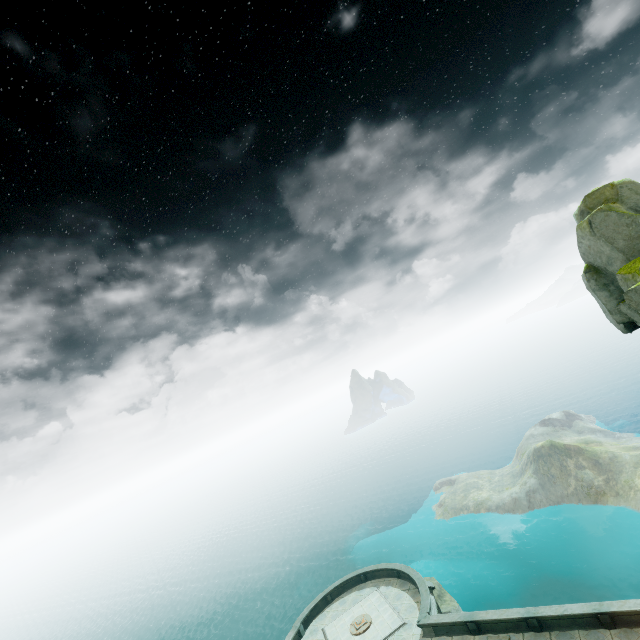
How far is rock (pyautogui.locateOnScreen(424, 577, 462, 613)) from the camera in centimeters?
3316cm

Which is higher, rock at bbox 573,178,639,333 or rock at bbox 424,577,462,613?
rock at bbox 573,178,639,333

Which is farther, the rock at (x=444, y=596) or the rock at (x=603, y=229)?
the rock at (x=444, y=596)

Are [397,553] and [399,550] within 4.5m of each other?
yes

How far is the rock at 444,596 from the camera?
33.16m

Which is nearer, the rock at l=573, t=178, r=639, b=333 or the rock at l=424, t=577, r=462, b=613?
the rock at l=573, t=178, r=639, b=333
